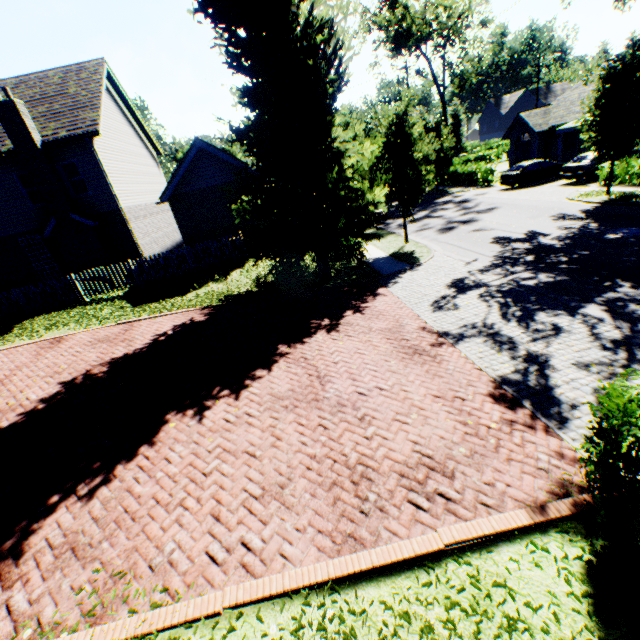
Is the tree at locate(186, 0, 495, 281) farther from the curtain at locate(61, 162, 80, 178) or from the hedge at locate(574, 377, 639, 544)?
the curtain at locate(61, 162, 80, 178)

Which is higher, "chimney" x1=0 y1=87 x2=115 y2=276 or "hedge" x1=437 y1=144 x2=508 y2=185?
"chimney" x1=0 y1=87 x2=115 y2=276

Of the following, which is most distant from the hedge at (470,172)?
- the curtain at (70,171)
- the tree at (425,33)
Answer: the curtain at (70,171)

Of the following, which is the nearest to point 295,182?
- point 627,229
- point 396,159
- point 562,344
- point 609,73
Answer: point 396,159

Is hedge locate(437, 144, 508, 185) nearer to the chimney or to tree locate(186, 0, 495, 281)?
tree locate(186, 0, 495, 281)

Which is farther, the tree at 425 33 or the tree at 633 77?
the tree at 633 77

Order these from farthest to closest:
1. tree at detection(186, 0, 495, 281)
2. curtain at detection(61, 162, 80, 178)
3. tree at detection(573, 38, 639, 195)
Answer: curtain at detection(61, 162, 80, 178) < tree at detection(573, 38, 639, 195) < tree at detection(186, 0, 495, 281)

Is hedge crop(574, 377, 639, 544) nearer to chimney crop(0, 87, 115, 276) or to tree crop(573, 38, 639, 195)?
tree crop(573, 38, 639, 195)
